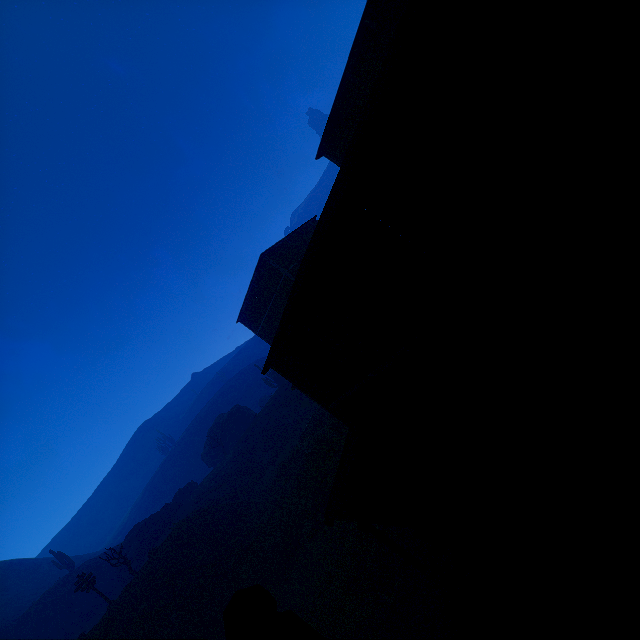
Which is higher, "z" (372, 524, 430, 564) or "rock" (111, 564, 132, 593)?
"rock" (111, 564, 132, 593)

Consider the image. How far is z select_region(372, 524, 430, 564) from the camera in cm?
961

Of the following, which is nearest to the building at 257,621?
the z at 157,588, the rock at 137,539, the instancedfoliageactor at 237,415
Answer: the z at 157,588

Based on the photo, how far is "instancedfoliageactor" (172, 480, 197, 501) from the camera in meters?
45.9

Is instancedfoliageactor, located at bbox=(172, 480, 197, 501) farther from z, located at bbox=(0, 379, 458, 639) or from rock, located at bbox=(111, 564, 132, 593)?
z, located at bbox=(0, 379, 458, 639)

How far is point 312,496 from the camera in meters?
18.1

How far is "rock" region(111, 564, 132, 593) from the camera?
34.06m
